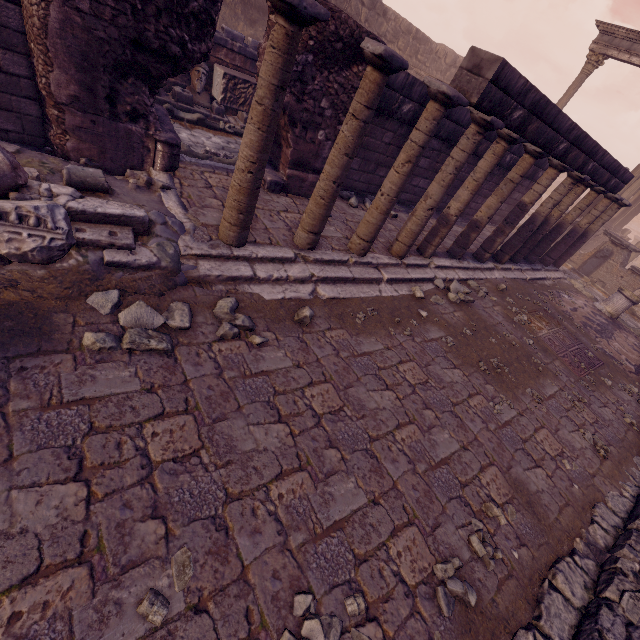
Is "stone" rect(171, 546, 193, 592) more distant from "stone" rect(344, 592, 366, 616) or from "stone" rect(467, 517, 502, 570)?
"stone" rect(467, 517, 502, 570)

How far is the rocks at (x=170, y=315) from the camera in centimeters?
273cm

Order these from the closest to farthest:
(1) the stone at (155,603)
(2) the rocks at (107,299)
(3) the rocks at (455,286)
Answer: (1) the stone at (155,603)
(2) the rocks at (107,299)
(3) the rocks at (455,286)

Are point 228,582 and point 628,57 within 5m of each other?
no

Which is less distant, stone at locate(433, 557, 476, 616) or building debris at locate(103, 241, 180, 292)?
stone at locate(433, 557, 476, 616)

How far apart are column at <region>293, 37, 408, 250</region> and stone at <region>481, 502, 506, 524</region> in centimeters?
392cm

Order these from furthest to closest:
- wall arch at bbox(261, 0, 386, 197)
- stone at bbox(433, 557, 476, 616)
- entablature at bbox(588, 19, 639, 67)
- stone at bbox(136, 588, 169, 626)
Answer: entablature at bbox(588, 19, 639, 67) < wall arch at bbox(261, 0, 386, 197) < stone at bbox(433, 557, 476, 616) < stone at bbox(136, 588, 169, 626)

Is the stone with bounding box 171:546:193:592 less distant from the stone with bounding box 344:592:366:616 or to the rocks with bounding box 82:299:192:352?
the stone with bounding box 344:592:366:616
